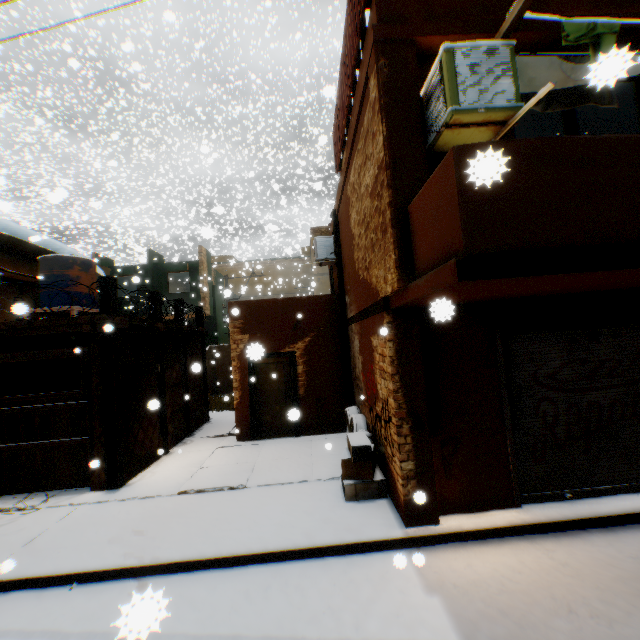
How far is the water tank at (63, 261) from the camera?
10.7 meters

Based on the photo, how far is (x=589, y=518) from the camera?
4.57m

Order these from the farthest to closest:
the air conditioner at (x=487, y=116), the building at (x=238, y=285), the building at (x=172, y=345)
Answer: the building at (x=238, y=285), the building at (x=172, y=345), the air conditioner at (x=487, y=116)

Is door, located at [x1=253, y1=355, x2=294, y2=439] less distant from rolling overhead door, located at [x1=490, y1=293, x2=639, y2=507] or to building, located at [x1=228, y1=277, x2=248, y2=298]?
building, located at [x1=228, y1=277, x2=248, y2=298]

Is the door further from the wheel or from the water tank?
the water tank

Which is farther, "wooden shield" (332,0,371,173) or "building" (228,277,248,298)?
"building" (228,277,248,298)

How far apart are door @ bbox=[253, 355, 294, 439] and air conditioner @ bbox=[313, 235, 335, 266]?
2.4m
